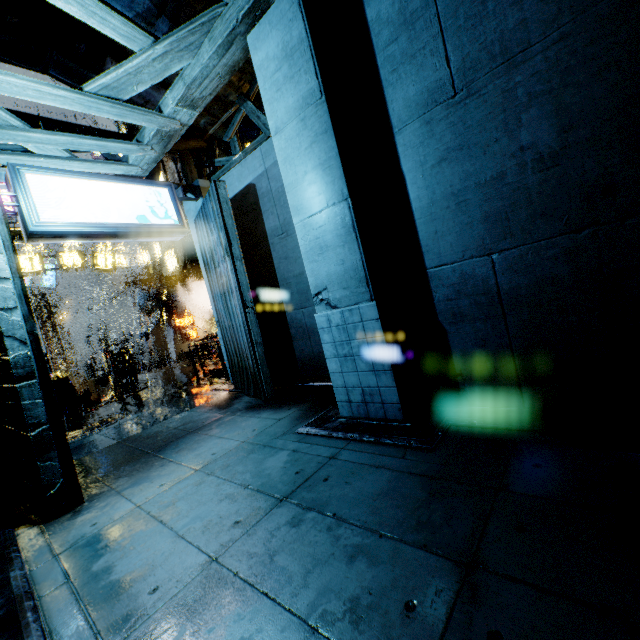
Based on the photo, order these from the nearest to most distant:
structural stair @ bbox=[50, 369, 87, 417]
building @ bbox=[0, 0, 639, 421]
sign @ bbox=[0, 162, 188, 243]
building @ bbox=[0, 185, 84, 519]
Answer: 1. building @ bbox=[0, 0, 639, 421]
2. building @ bbox=[0, 185, 84, 519]
3. sign @ bbox=[0, 162, 188, 243]
4. structural stair @ bbox=[50, 369, 87, 417]

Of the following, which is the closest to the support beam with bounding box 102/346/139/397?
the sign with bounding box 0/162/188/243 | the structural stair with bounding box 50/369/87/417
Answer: the structural stair with bounding box 50/369/87/417

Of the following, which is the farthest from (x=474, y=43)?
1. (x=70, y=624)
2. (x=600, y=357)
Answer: (x=70, y=624)

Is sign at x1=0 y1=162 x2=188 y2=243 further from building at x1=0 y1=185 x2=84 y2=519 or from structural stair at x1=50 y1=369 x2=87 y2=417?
structural stair at x1=50 y1=369 x2=87 y2=417

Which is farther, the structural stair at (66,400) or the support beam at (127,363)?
the support beam at (127,363)

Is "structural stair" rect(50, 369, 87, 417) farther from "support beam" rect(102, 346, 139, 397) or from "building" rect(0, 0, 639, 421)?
"support beam" rect(102, 346, 139, 397)

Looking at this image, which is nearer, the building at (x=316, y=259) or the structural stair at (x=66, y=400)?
the building at (x=316, y=259)
